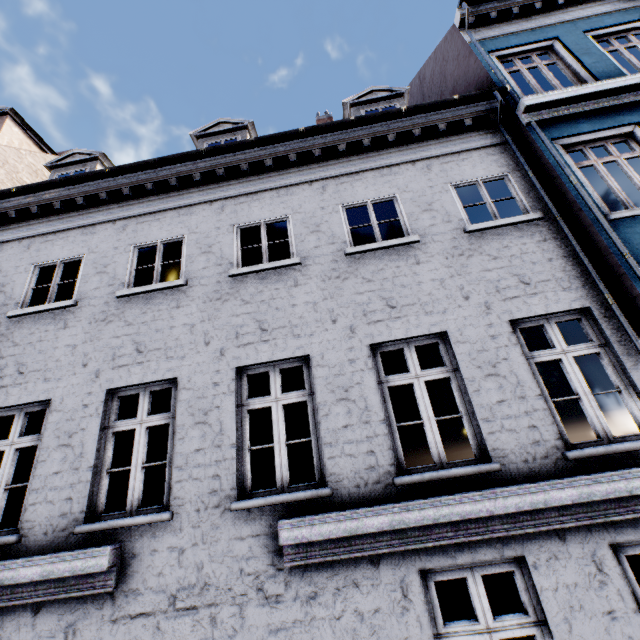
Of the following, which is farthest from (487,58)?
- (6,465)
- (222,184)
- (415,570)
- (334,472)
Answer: (6,465)
